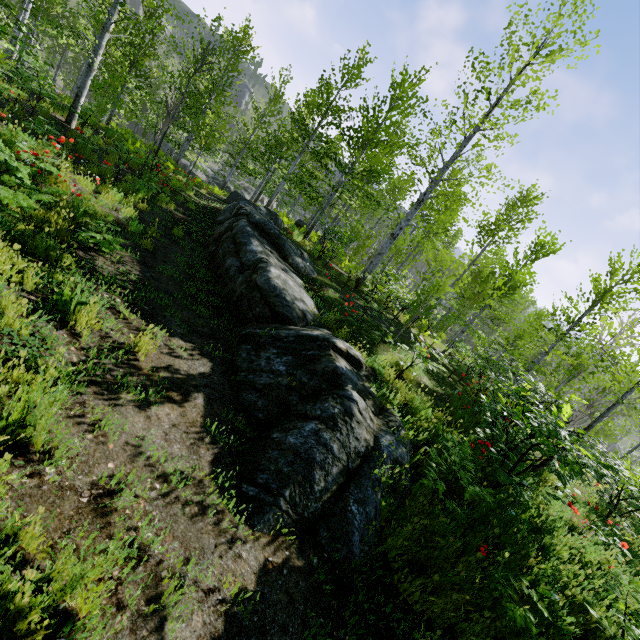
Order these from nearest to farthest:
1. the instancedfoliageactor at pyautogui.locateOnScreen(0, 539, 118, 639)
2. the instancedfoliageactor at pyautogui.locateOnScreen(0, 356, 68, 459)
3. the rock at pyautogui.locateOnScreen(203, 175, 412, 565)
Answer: the instancedfoliageactor at pyautogui.locateOnScreen(0, 539, 118, 639), the instancedfoliageactor at pyautogui.locateOnScreen(0, 356, 68, 459), the rock at pyautogui.locateOnScreen(203, 175, 412, 565)

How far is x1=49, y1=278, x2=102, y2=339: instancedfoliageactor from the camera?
3.53m

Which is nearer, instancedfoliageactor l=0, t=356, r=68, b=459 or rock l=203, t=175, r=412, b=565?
instancedfoliageactor l=0, t=356, r=68, b=459

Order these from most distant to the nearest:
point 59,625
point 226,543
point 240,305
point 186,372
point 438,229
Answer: point 438,229
point 240,305
point 186,372
point 226,543
point 59,625

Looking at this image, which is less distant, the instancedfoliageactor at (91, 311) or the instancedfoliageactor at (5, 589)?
the instancedfoliageactor at (5, 589)

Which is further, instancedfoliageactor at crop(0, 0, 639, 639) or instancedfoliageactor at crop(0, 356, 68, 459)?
instancedfoliageactor at crop(0, 0, 639, 639)
